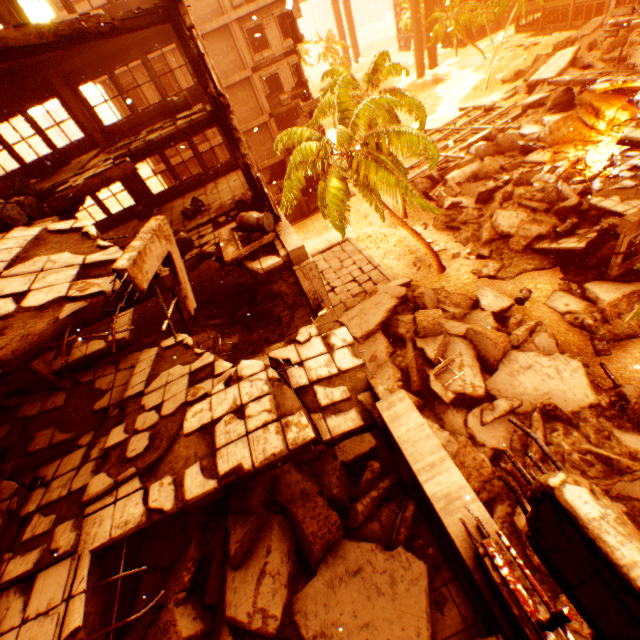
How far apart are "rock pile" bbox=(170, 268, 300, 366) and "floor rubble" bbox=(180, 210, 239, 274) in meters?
0.9

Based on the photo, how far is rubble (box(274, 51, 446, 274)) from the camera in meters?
14.5 m

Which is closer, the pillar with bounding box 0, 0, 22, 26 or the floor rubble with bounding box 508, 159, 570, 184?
the pillar with bounding box 0, 0, 22, 26

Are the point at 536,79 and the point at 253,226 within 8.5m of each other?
no

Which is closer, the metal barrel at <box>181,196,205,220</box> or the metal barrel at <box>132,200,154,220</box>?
the metal barrel at <box>181,196,205,220</box>

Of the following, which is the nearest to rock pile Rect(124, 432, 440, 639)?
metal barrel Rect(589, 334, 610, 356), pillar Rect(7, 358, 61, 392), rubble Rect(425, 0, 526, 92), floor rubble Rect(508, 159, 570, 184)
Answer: pillar Rect(7, 358, 61, 392)

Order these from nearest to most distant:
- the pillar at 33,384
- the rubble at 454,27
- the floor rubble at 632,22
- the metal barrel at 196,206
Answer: the pillar at 33,384 < the metal barrel at 196,206 < the floor rubble at 632,22 < the rubble at 454,27

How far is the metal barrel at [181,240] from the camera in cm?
1039
